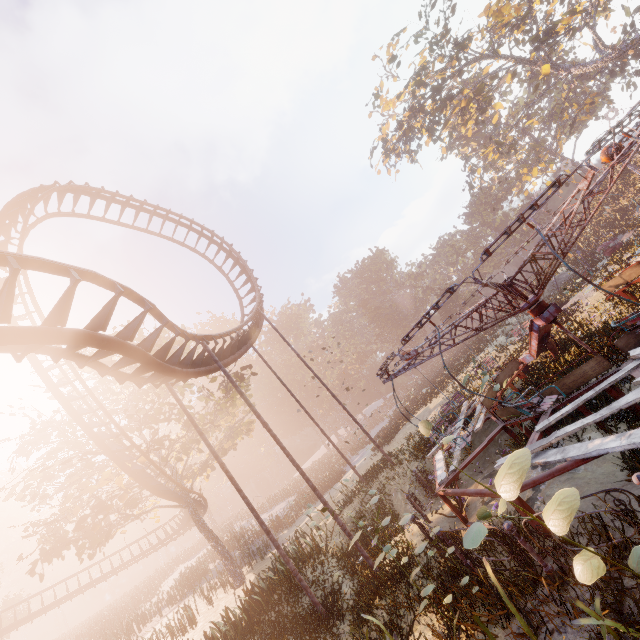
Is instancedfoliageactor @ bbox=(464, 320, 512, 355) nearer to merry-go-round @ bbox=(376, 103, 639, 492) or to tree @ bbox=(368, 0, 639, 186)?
merry-go-round @ bbox=(376, 103, 639, 492)

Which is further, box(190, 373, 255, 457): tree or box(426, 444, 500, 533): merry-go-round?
box(190, 373, 255, 457): tree

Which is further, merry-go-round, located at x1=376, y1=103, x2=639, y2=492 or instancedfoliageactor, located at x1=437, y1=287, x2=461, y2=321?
instancedfoliageactor, located at x1=437, y1=287, x2=461, y2=321

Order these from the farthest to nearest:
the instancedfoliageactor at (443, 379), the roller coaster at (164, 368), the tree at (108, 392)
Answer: the instancedfoliageactor at (443, 379)
the tree at (108, 392)
the roller coaster at (164, 368)

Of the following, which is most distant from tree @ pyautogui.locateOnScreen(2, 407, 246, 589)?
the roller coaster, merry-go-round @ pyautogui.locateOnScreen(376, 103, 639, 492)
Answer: merry-go-round @ pyautogui.locateOnScreen(376, 103, 639, 492)

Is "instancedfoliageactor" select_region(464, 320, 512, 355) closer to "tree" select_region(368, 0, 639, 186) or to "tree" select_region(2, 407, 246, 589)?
"tree" select_region(2, 407, 246, 589)

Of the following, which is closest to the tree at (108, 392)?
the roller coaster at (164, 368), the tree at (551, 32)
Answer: the roller coaster at (164, 368)

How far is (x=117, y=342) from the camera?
7.65m
